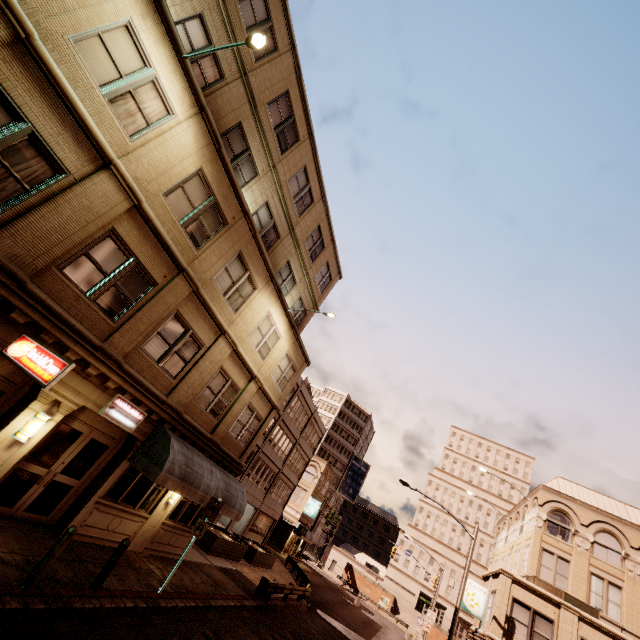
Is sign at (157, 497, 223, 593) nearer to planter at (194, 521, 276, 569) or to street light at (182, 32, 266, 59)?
planter at (194, 521, 276, 569)

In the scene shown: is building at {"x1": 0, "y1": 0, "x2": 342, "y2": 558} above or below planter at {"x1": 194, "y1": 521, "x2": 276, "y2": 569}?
above

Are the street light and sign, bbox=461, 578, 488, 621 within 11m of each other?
no

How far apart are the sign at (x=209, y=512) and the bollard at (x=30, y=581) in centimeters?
478cm

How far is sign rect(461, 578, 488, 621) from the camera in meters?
21.4 m

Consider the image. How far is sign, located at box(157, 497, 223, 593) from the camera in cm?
1067

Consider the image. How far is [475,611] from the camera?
21.5m

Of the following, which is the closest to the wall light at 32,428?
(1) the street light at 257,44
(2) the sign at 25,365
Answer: (2) the sign at 25,365
